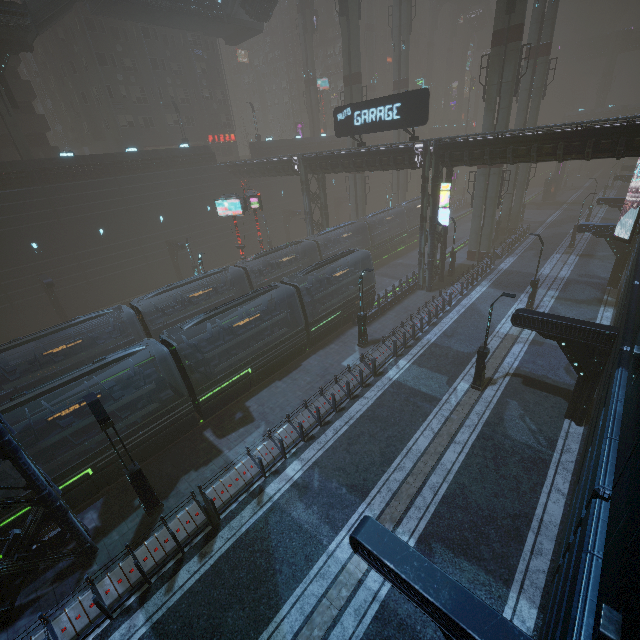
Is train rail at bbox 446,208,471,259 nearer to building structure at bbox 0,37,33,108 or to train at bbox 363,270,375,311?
train at bbox 363,270,375,311

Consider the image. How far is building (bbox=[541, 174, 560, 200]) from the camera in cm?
5525

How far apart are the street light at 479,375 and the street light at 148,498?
15.6m

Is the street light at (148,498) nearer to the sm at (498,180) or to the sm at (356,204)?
the sm at (356,204)

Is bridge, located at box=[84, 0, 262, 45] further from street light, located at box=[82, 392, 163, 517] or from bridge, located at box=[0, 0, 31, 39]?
street light, located at box=[82, 392, 163, 517]

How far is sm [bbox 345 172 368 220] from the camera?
39.7 meters

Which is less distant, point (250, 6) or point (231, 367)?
point (231, 367)

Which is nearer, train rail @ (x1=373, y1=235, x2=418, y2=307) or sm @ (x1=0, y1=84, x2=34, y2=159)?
sm @ (x1=0, y1=84, x2=34, y2=159)
